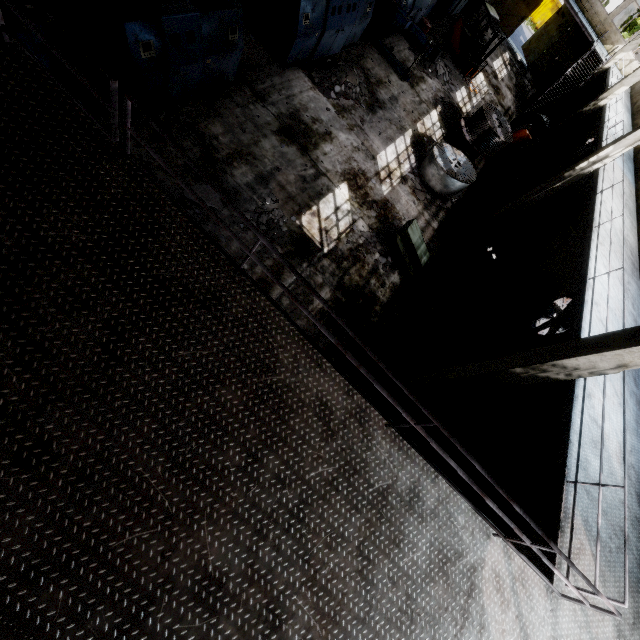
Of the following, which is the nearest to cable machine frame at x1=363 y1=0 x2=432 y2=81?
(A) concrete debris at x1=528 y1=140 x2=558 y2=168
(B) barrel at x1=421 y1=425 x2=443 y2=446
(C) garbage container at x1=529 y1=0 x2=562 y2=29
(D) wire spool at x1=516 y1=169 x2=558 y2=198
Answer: (D) wire spool at x1=516 y1=169 x2=558 y2=198

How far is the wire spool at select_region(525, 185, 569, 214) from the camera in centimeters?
1559cm

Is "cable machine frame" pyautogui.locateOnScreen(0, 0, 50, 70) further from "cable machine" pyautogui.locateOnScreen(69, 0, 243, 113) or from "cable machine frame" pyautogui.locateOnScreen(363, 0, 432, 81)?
"cable machine frame" pyautogui.locateOnScreen(363, 0, 432, 81)

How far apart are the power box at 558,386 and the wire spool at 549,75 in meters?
26.4

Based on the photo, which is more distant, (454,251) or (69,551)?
(454,251)

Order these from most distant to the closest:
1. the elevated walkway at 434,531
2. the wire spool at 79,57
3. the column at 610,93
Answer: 1. the column at 610,93
2. the wire spool at 79,57
3. the elevated walkway at 434,531

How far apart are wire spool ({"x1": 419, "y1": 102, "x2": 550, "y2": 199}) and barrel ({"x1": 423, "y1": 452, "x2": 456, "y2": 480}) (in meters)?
13.15

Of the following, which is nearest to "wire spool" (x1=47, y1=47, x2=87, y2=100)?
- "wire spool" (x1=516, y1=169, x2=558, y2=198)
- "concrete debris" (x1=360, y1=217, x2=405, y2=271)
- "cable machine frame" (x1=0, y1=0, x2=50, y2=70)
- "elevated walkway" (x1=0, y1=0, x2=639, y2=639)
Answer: "cable machine frame" (x1=0, y1=0, x2=50, y2=70)
